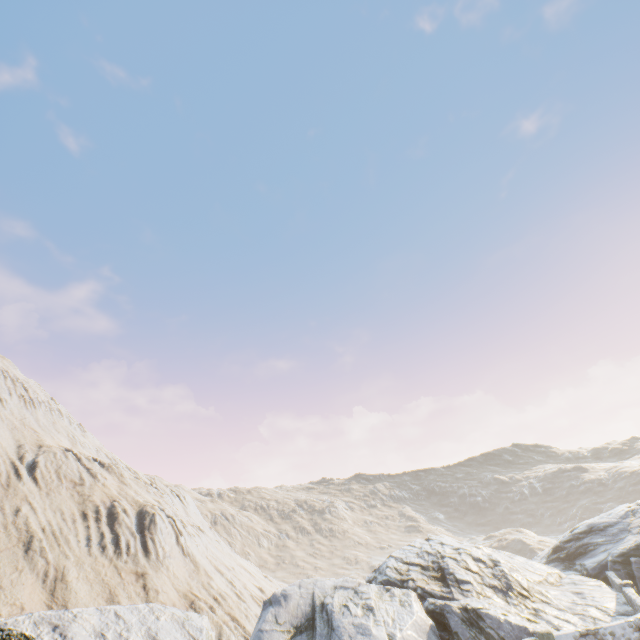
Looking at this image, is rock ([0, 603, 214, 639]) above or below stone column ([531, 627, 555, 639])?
above

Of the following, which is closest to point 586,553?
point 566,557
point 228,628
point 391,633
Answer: point 566,557

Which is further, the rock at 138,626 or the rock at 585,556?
the rock at 585,556

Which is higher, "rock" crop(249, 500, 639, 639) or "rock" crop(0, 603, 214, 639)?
"rock" crop(0, 603, 214, 639)

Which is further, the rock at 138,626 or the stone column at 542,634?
the stone column at 542,634

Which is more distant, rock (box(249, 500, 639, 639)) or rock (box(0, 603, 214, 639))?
rock (box(249, 500, 639, 639))

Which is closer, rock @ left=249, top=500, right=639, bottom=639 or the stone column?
the stone column

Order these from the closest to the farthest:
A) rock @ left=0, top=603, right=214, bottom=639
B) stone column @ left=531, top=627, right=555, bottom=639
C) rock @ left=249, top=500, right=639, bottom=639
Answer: rock @ left=0, top=603, right=214, bottom=639, stone column @ left=531, top=627, right=555, bottom=639, rock @ left=249, top=500, right=639, bottom=639
